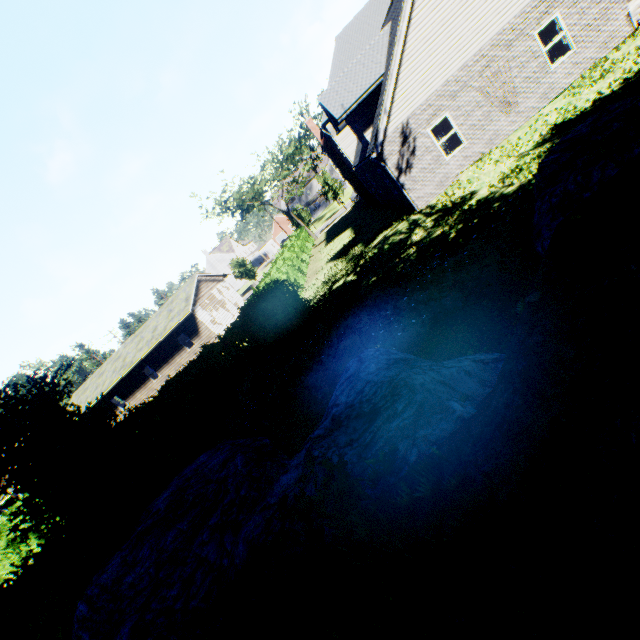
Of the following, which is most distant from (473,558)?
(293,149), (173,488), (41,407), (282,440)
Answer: (293,149)

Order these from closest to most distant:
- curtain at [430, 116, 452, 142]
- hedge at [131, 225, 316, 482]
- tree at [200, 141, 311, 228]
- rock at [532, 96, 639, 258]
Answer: rock at [532, 96, 639, 258], hedge at [131, 225, 316, 482], curtain at [430, 116, 452, 142], tree at [200, 141, 311, 228]

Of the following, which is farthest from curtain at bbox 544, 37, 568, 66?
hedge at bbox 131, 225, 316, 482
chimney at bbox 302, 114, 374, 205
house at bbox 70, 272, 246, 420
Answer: house at bbox 70, 272, 246, 420

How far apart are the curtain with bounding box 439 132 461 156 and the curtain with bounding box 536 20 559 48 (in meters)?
3.91

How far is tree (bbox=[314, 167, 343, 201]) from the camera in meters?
48.3

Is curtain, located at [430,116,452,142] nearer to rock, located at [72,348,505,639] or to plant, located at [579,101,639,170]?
plant, located at [579,101,639,170]

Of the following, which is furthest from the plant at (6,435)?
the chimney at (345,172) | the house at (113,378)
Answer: the house at (113,378)

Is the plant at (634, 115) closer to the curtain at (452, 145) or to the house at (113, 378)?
the curtain at (452, 145)
